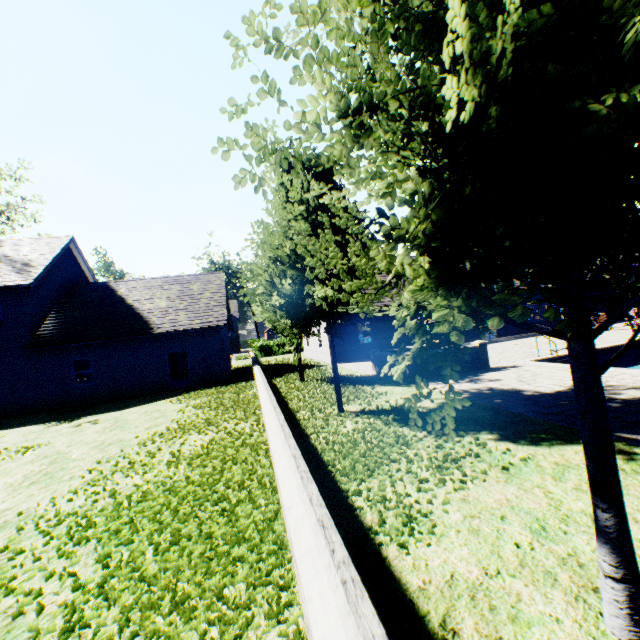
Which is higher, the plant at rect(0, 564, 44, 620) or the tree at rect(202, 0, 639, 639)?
the tree at rect(202, 0, 639, 639)

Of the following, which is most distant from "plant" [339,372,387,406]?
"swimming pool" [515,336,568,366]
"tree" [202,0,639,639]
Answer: "swimming pool" [515,336,568,366]

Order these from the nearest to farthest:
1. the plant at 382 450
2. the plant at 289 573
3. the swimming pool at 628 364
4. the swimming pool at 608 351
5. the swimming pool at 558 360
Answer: the plant at 289 573, the plant at 382 450, the swimming pool at 628 364, the swimming pool at 558 360, the swimming pool at 608 351

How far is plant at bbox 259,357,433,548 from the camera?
4.2m

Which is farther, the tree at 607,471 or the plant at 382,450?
the plant at 382,450

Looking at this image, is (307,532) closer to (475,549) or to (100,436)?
(475,549)

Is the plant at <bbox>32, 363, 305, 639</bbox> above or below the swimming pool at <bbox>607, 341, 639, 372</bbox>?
above
